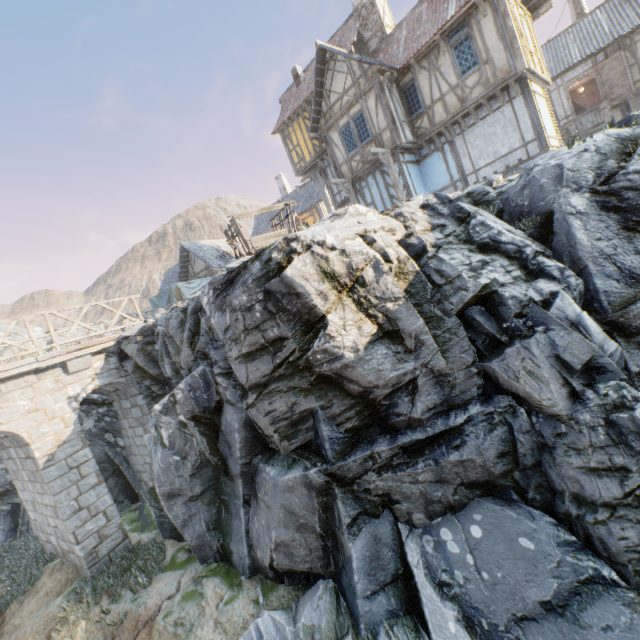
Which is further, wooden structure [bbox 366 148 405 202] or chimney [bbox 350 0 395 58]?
chimney [bbox 350 0 395 58]

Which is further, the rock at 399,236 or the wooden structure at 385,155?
the wooden structure at 385,155

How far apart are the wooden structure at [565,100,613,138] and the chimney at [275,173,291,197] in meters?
22.9 m

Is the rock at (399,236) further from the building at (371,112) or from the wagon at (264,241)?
the building at (371,112)

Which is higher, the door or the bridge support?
the door

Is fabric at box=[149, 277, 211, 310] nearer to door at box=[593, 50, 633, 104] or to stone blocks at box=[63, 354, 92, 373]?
stone blocks at box=[63, 354, 92, 373]

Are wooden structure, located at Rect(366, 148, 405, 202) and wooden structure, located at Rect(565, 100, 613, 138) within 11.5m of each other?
yes

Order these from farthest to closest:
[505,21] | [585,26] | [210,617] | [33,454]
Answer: [585,26] → [505,21] → [33,454] → [210,617]
